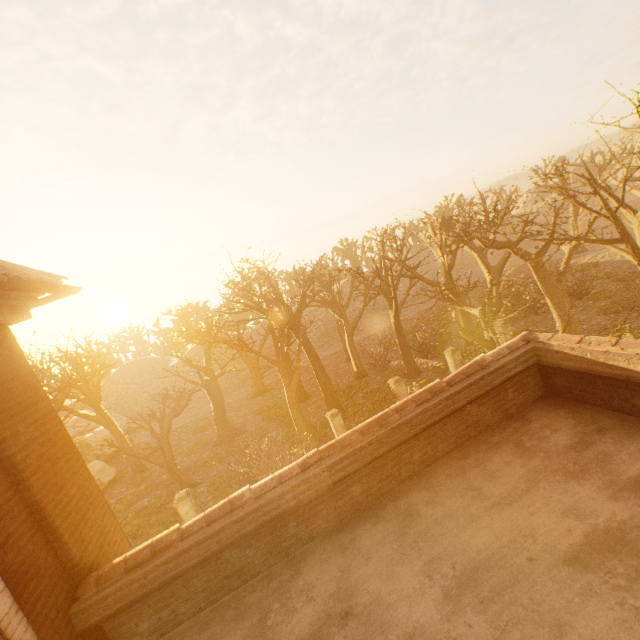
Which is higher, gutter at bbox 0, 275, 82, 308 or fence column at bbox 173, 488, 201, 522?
gutter at bbox 0, 275, 82, 308

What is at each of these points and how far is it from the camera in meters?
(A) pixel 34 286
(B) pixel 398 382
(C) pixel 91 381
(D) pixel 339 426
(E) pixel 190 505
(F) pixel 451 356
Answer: (A) gutter, 3.7
(B) fence column, 17.6
(C) tree, 55.3
(D) fence column, 16.7
(E) fence column, 14.6
(F) fence column, 18.6

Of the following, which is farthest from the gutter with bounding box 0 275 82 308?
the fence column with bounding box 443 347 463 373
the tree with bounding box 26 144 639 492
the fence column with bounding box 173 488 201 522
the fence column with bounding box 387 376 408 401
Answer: the fence column with bounding box 443 347 463 373

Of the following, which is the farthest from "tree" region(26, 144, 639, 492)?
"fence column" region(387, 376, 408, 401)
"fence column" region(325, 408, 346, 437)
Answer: "fence column" region(387, 376, 408, 401)

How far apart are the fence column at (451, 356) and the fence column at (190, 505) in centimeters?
1526cm

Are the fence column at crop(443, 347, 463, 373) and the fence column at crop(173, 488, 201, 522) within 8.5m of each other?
no

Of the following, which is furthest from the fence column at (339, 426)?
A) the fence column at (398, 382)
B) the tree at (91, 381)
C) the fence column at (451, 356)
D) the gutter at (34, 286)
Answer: the gutter at (34, 286)

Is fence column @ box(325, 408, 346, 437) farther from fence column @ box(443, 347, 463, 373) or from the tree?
fence column @ box(443, 347, 463, 373)
